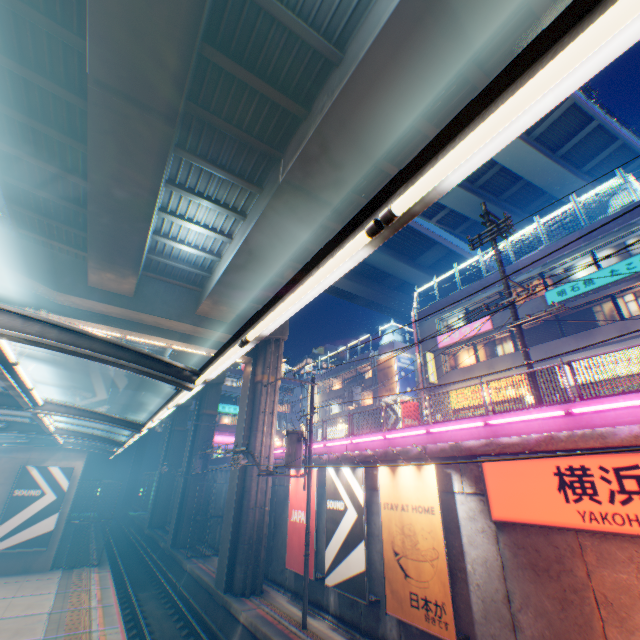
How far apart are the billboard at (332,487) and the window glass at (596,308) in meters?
15.3 m

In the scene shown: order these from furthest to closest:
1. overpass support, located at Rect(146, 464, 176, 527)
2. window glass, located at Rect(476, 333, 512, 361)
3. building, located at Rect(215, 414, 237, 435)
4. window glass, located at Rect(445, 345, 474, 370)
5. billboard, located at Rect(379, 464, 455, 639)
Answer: building, located at Rect(215, 414, 237, 435) → overpass support, located at Rect(146, 464, 176, 527) → window glass, located at Rect(445, 345, 474, 370) → window glass, located at Rect(476, 333, 512, 361) → billboard, located at Rect(379, 464, 455, 639)

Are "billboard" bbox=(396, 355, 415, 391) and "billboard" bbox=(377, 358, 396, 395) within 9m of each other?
yes

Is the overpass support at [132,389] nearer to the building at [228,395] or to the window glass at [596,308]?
the building at [228,395]

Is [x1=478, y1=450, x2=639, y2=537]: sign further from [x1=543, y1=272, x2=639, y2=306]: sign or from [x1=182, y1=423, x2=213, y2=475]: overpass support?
[x1=543, y1=272, x2=639, y2=306]: sign

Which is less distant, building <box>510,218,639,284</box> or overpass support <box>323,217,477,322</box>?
building <box>510,218,639,284</box>

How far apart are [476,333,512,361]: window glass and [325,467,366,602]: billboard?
14.1m

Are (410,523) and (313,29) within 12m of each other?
no
